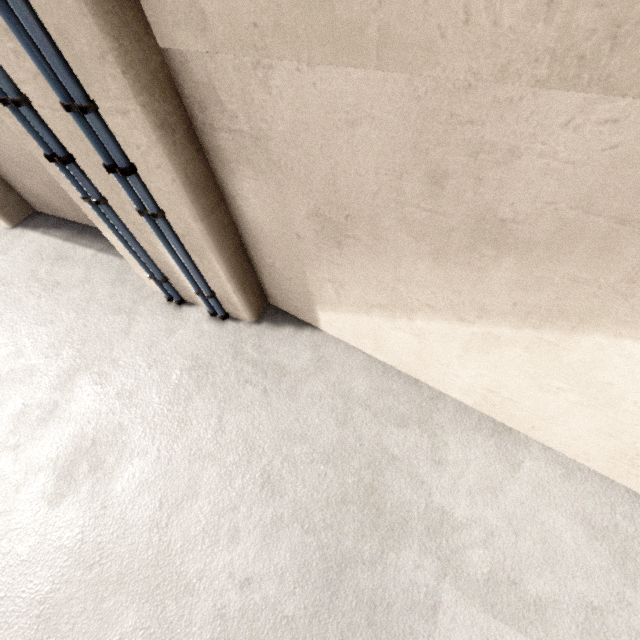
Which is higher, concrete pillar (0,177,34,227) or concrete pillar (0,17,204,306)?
concrete pillar (0,17,204,306)

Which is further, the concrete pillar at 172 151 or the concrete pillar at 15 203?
the concrete pillar at 15 203

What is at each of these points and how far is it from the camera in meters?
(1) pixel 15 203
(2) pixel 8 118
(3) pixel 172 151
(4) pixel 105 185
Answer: (1) concrete pillar, 4.5 m
(2) concrete pillar, 2.0 m
(3) concrete pillar, 1.7 m
(4) concrete pillar, 2.2 m

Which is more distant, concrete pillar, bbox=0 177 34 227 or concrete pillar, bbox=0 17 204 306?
concrete pillar, bbox=0 177 34 227

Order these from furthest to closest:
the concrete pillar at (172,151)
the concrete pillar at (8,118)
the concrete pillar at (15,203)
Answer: the concrete pillar at (15,203), the concrete pillar at (8,118), the concrete pillar at (172,151)
